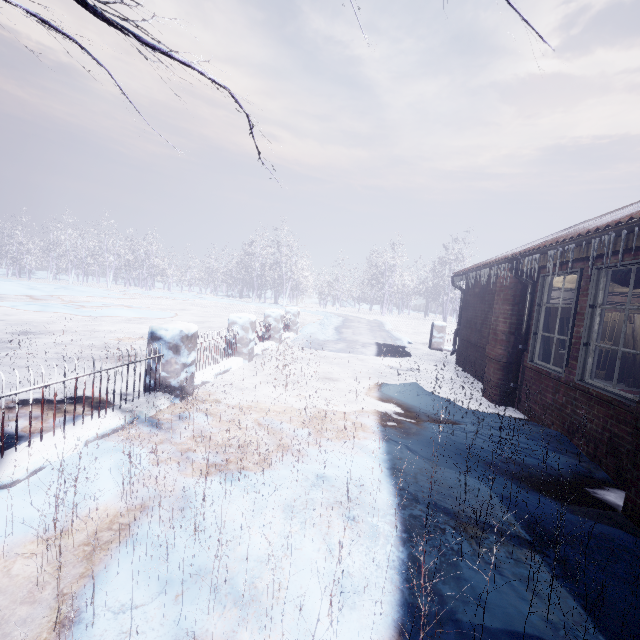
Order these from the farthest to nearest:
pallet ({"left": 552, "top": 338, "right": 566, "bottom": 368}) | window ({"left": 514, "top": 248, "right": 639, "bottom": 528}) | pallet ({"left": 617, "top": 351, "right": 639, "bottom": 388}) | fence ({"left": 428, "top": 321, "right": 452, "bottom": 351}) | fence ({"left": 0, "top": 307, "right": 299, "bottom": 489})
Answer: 1. fence ({"left": 428, "top": 321, "right": 452, "bottom": 351})
2. pallet ({"left": 617, "top": 351, "right": 639, "bottom": 388})
3. pallet ({"left": 552, "top": 338, "right": 566, "bottom": 368})
4. window ({"left": 514, "top": 248, "right": 639, "bottom": 528})
5. fence ({"left": 0, "top": 307, "right": 299, "bottom": 489})

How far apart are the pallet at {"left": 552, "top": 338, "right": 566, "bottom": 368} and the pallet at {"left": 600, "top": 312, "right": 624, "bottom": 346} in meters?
2.9 m

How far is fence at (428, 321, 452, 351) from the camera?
10.50m

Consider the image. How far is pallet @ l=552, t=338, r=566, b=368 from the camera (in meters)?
4.38

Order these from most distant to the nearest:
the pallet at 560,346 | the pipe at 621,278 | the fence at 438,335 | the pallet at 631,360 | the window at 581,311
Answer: the fence at 438,335
the pallet at 631,360
the pallet at 560,346
the pipe at 621,278
the window at 581,311

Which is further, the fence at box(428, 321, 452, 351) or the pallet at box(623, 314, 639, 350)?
the fence at box(428, 321, 452, 351)

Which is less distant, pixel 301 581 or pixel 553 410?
pixel 301 581

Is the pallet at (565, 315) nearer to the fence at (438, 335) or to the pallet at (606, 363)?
the pallet at (606, 363)
